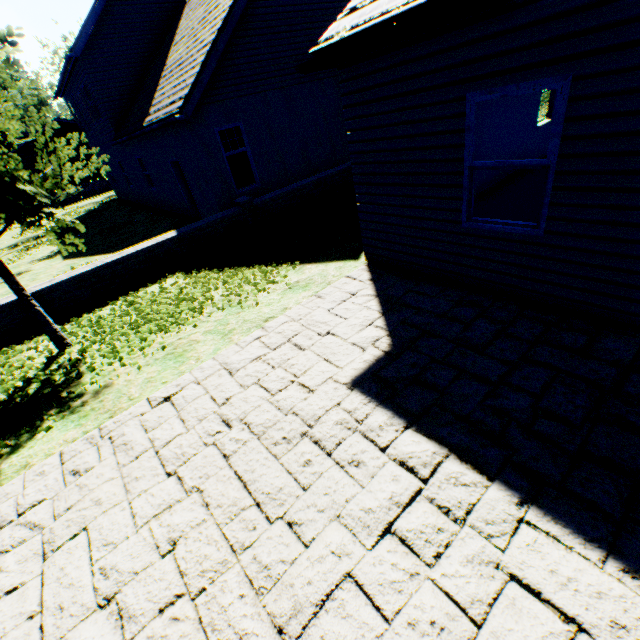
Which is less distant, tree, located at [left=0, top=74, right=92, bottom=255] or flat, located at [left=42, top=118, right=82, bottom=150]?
tree, located at [left=0, top=74, right=92, bottom=255]

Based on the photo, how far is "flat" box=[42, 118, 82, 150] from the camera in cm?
3019

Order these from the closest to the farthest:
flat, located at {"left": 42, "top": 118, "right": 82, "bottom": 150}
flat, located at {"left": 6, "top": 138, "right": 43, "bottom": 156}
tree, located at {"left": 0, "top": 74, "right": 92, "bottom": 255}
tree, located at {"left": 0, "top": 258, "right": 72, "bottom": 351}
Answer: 1. tree, located at {"left": 0, "top": 74, "right": 92, "bottom": 255}
2. tree, located at {"left": 0, "top": 258, "right": 72, "bottom": 351}
3. flat, located at {"left": 6, "top": 138, "right": 43, "bottom": 156}
4. flat, located at {"left": 42, "top": 118, "right": 82, "bottom": 150}

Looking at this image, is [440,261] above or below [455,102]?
below

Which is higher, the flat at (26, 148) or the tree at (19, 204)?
the flat at (26, 148)

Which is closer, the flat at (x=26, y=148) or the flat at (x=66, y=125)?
the flat at (x=26, y=148)
